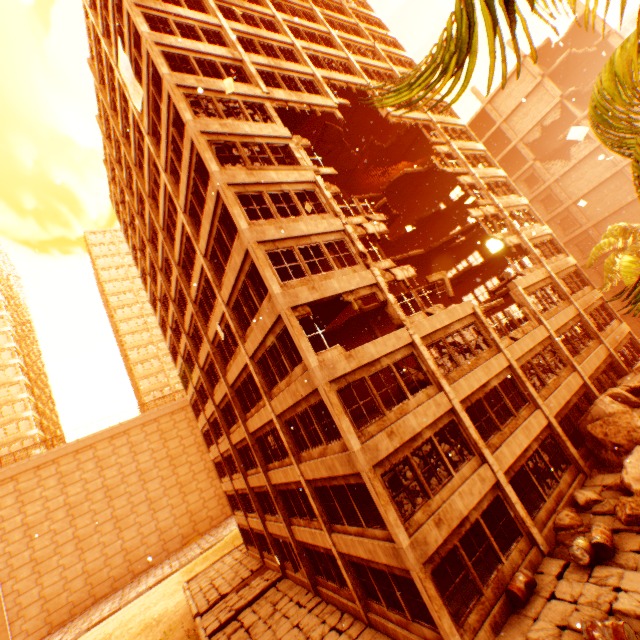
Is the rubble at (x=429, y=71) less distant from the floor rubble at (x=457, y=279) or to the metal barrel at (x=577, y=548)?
the floor rubble at (x=457, y=279)

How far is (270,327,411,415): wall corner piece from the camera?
11.08m

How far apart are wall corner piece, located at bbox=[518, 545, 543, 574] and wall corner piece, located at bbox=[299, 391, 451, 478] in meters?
5.3

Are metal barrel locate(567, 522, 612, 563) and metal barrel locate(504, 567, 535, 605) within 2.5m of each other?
yes

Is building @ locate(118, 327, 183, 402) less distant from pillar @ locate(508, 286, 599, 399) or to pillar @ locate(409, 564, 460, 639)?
pillar @ locate(409, 564, 460, 639)

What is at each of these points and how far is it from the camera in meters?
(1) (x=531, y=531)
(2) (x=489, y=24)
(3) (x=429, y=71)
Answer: (1) pillar, 11.6
(2) rubble, 2.8
(3) rubble, 2.7

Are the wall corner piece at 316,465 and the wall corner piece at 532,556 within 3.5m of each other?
no

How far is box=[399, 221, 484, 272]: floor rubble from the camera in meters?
24.5
